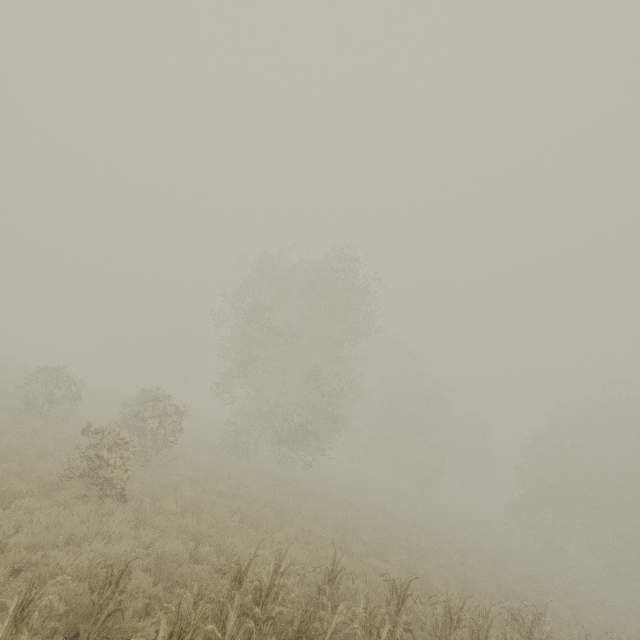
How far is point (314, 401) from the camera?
21.73m

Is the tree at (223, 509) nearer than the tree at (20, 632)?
No

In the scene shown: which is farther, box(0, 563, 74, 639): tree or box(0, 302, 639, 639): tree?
box(0, 302, 639, 639): tree
